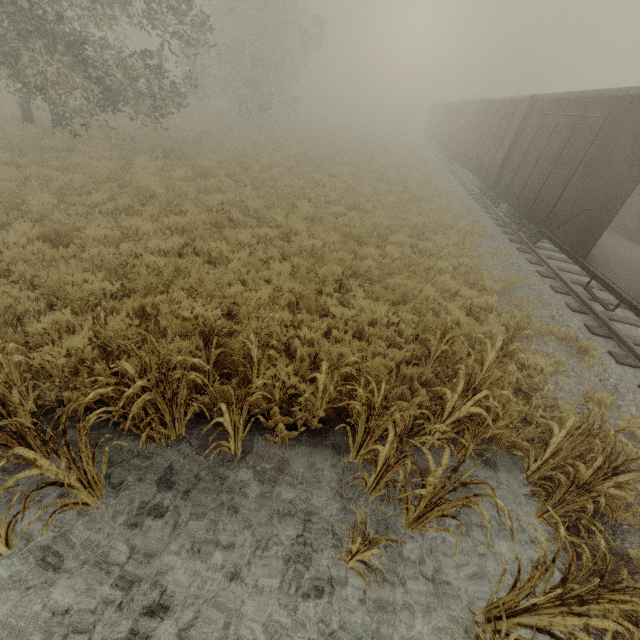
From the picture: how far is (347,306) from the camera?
6.7 meters

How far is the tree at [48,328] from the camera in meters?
4.8

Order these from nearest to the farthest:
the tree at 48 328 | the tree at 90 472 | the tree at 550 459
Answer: the tree at 90 472 → the tree at 550 459 → the tree at 48 328

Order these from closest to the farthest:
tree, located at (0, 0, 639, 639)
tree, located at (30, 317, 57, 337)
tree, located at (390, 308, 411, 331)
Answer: tree, located at (0, 0, 639, 639)
tree, located at (30, 317, 57, 337)
tree, located at (390, 308, 411, 331)

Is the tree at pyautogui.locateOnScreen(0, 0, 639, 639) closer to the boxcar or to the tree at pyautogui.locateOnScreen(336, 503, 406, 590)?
the tree at pyautogui.locateOnScreen(336, 503, 406, 590)

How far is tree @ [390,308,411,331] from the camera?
6.88m
